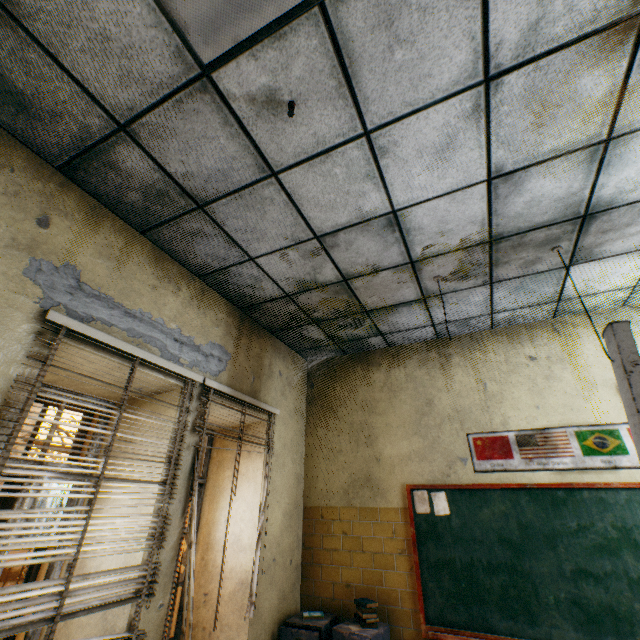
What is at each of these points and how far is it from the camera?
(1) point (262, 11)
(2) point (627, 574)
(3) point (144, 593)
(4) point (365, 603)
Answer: (1) lamp, 1.48m
(2) blackboard, 2.72m
(3) blinds, 2.11m
(4) book, 3.12m

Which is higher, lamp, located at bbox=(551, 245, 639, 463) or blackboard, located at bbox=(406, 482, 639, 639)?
lamp, located at bbox=(551, 245, 639, 463)

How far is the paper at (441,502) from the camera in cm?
346

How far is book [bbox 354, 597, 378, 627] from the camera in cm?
307

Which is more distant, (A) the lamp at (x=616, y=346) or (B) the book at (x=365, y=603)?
(B) the book at (x=365, y=603)

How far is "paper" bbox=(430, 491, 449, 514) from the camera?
3.46m

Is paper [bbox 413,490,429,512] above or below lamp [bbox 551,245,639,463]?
below
